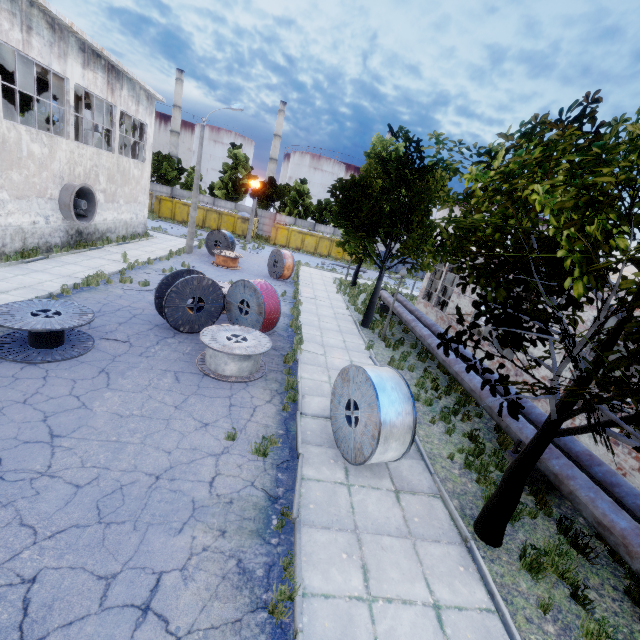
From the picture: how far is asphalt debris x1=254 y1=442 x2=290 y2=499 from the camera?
5.8 meters

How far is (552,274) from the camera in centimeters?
432cm

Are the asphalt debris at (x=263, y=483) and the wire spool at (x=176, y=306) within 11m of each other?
yes

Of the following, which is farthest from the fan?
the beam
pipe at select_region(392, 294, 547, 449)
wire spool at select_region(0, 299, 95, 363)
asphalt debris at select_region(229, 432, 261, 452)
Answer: pipe at select_region(392, 294, 547, 449)

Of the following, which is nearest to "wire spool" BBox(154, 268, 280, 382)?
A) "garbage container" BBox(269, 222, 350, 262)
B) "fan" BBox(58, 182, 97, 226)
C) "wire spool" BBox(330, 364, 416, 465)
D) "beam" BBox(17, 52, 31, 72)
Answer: "wire spool" BBox(330, 364, 416, 465)

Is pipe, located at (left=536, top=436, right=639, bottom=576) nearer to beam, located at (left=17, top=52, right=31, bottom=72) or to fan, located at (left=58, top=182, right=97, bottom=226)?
fan, located at (left=58, top=182, right=97, bottom=226)

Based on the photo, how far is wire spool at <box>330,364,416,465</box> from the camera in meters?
6.1 m

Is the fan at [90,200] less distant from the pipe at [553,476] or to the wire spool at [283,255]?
the wire spool at [283,255]
